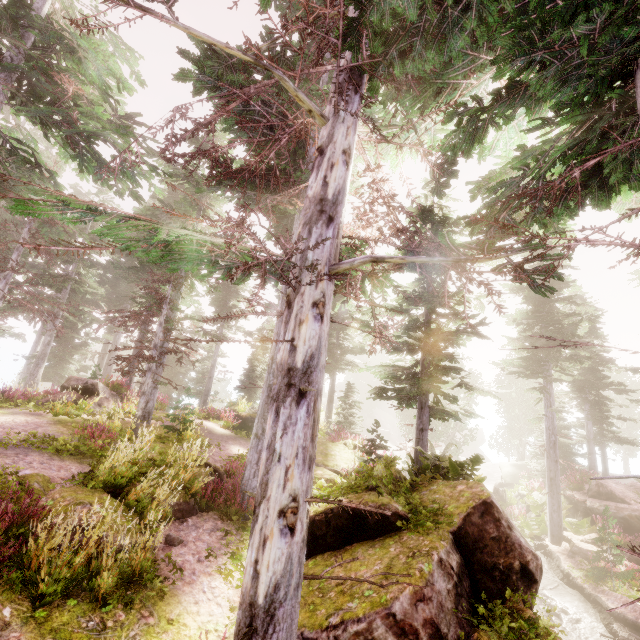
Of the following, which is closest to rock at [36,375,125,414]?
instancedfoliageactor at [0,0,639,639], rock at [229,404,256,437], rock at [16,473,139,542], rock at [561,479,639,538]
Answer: instancedfoliageactor at [0,0,639,639]

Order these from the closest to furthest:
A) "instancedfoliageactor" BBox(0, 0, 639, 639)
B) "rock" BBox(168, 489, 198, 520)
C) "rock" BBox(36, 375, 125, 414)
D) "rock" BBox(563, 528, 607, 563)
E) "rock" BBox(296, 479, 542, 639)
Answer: Answer: "instancedfoliageactor" BBox(0, 0, 639, 639) < "rock" BBox(296, 479, 542, 639) < "rock" BBox(168, 489, 198, 520) < "rock" BBox(563, 528, 607, 563) < "rock" BBox(36, 375, 125, 414)

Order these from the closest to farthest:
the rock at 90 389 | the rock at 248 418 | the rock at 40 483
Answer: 1. the rock at 40 483
2. the rock at 90 389
3. the rock at 248 418

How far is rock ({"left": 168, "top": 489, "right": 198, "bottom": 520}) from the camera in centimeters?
763cm

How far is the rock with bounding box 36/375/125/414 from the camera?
14.3 meters

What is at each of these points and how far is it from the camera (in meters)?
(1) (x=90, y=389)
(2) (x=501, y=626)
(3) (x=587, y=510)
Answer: (1) rock, 15.10
(2) instancedfoliageactor, 5.04
(3) rock, 15.78

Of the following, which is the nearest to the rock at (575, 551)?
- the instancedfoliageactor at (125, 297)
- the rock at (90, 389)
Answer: the instancedfoliageactor at (125, 297)

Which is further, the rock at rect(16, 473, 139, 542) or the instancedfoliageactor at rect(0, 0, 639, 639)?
the rock at rect(16, 473, 139, 542)
